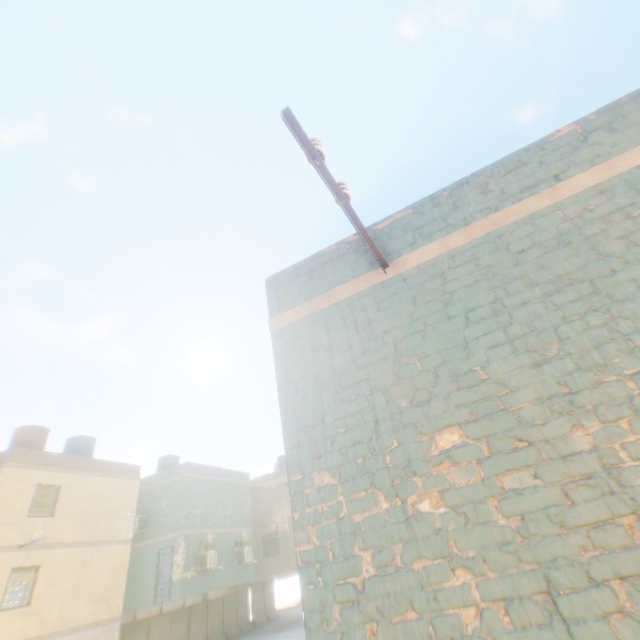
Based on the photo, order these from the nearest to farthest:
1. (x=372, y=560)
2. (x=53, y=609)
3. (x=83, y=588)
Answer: (x=372, y=560)
(x=53, y=609)
(x=83, y=588)
